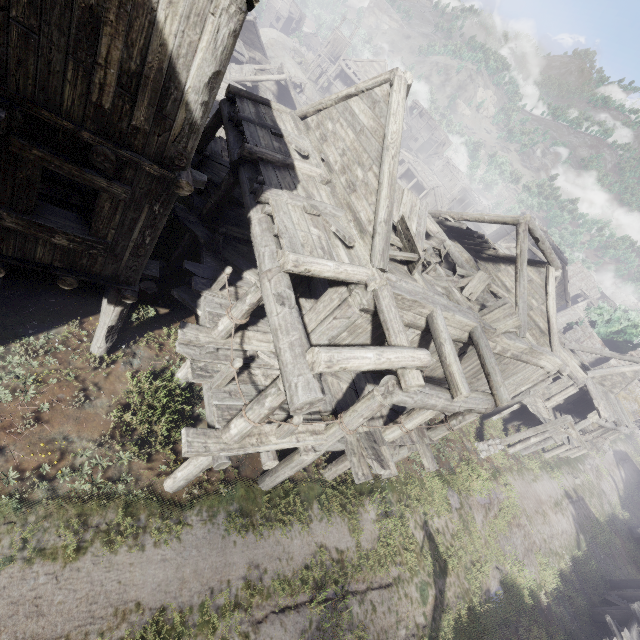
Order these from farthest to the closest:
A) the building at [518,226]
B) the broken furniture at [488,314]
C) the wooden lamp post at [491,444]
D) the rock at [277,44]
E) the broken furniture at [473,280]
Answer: the rock at [277,44]
the wooden lamp post at [491,444]
the broken furniture at [473,280]
the broken furniture at [488,314]
the building at [518,226]

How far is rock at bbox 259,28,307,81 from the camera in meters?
46.2 m

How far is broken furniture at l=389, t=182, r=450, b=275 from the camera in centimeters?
902cm

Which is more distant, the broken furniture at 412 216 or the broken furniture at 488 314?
the broken furniture at 488 314

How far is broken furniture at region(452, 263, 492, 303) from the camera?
11.2 meters

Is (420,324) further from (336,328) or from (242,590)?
(242,590)

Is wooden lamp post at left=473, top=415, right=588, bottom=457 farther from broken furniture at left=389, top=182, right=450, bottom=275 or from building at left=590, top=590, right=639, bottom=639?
broken furniture at left=389, top=182, right=450, bottom=275

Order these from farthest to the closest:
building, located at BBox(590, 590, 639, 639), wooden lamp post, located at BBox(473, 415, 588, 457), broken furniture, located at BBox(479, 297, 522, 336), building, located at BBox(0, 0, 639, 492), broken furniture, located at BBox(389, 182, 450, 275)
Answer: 1. wooden lamp post, located at BBox(473, 415, 588, 457)
2. building, located at BBox(590, 590, 639, 639)
3. broken furniture, located at BBox(479, 297, 522, 336)
4. broken furniture, located at BBox(389, 182, 450, 275)
5. building, located at BBox(0, 0, 639, 492)
